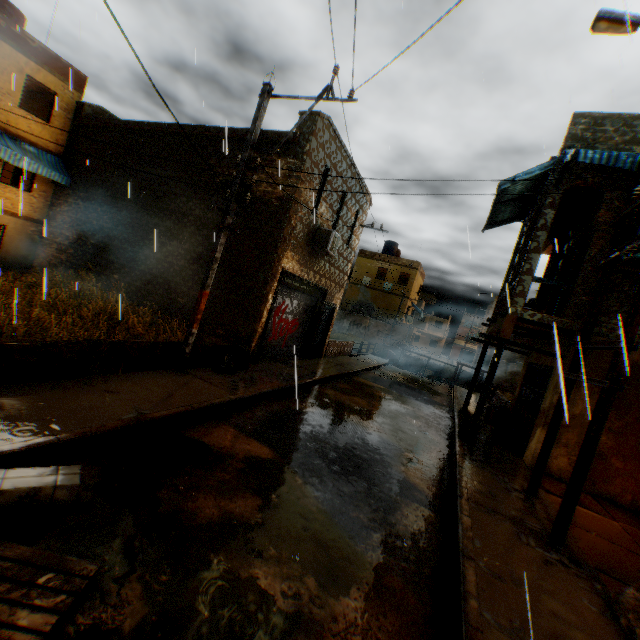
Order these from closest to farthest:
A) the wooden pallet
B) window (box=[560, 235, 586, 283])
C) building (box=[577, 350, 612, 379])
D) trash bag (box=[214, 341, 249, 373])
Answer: the wooden pallet → building (box=[577, 350, 612, 379]) → trash bag (box=[214, 341, 249, 373]) → window (box=[560, 235, 586, 283])

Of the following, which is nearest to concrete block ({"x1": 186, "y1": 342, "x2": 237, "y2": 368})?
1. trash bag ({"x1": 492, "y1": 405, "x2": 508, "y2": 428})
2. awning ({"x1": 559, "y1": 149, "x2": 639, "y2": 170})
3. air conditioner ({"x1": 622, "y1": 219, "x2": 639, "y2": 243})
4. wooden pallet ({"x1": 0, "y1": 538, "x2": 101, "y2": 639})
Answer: wooden pallet ({"x1": 0, "y1": 538, "x2": 101, "y2": 639})

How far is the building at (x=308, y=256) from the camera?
10.5m

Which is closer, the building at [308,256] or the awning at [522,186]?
the awning at [522,186]

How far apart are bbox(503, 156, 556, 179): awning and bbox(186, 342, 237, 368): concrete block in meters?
2.6 m

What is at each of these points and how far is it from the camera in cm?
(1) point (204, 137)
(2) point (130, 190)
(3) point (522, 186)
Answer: (1) building, 1188
(2) building, 1321
(3) awning, 1012

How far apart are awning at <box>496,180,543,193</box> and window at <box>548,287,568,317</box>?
1.4m
